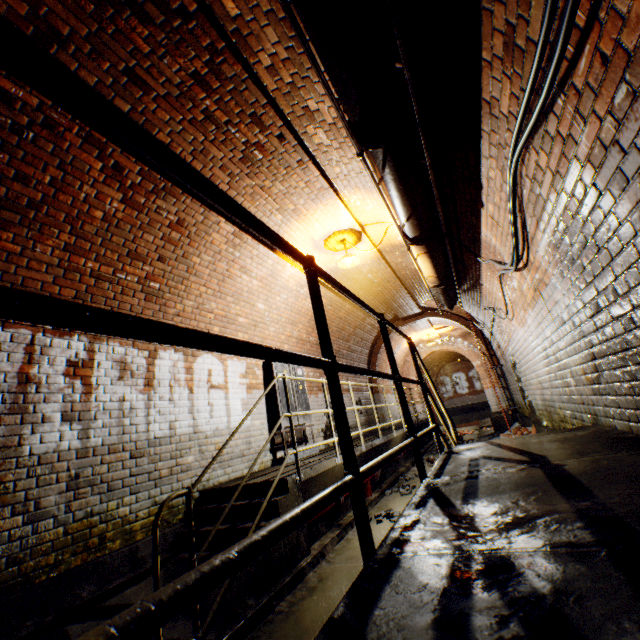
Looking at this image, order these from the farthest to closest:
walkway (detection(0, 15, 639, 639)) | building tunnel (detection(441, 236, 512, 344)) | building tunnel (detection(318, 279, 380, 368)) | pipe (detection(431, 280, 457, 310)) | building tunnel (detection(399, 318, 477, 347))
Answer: building tunnel (detection(399, 318, 477, 347)), building tunnel (detection(318, 279, 380, 368)), pipe (detection(431, 280, 457, 310)), building tunnel (detection(441, 236, 512, 344)), walkway (detection(0, 15, 639, 639))

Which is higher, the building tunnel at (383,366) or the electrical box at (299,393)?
the building tunnel at (383,366)

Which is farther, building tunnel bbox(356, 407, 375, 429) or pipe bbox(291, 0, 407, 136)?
building tunnel bbox(356, 407, 375, 429)

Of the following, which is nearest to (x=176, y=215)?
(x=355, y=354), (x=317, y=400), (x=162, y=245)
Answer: (x=162, y=245)

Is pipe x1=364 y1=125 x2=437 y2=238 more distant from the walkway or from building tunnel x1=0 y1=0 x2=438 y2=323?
the walkway

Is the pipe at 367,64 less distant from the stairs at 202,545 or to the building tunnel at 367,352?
the building tunnel at 367,352

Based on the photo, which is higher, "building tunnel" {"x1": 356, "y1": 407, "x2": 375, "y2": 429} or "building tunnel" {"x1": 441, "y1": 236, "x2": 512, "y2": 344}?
"building tunnel" {"x1": 441, "y1": 236, "x2": 512, "y2": 344}

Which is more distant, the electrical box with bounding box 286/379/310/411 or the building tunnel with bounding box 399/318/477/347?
the building tunnel with bounding box 399/318/477/347
